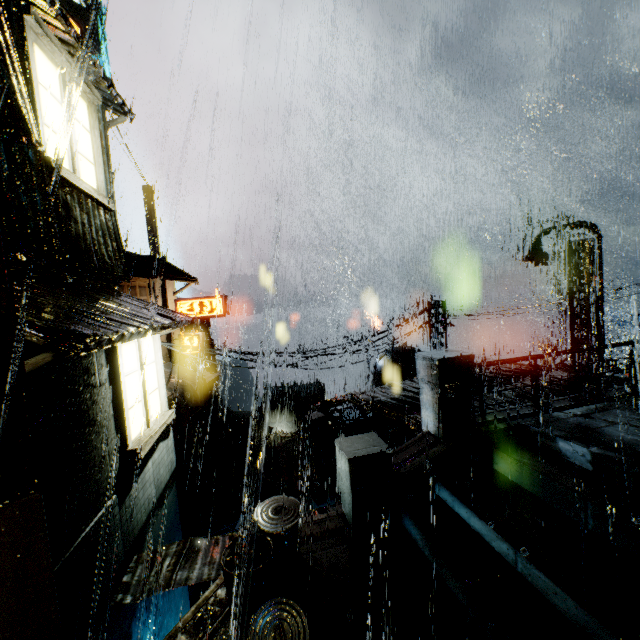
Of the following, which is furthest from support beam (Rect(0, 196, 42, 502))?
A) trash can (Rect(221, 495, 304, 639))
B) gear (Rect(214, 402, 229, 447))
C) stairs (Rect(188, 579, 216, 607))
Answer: gear (Rect(214, 402, 229, 447))

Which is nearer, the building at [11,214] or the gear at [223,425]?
the building at [11,214]

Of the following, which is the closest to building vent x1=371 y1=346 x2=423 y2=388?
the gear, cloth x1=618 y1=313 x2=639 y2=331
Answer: the gear

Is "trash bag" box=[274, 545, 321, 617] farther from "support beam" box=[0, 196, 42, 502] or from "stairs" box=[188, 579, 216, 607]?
"stairs" box=[188, 579, 216, 607]

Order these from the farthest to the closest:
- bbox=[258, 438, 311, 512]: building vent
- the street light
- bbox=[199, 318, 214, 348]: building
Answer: bbox=[199, 318, 214, 348]: building → bbox=[258, 438, 311, 512]: building vent → the street light

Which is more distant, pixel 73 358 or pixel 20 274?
pixel 20 274

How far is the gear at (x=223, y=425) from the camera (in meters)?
50.44

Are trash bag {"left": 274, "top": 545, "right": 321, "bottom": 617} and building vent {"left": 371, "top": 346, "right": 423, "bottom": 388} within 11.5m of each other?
no
